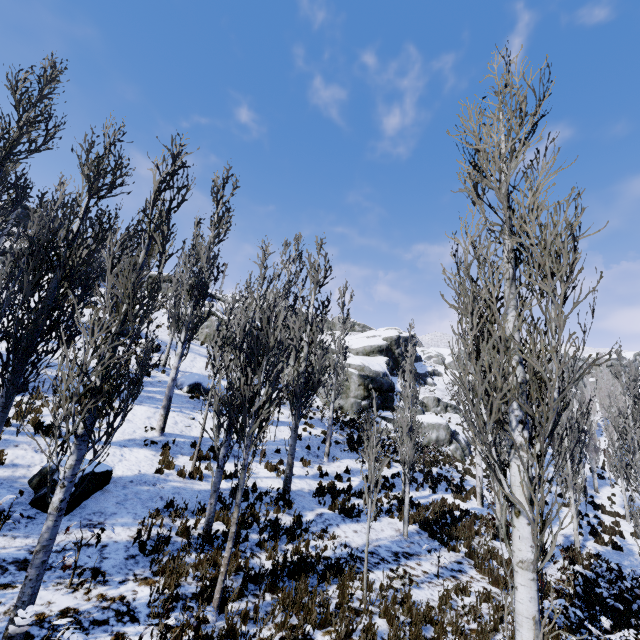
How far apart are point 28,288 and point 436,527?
15.28m

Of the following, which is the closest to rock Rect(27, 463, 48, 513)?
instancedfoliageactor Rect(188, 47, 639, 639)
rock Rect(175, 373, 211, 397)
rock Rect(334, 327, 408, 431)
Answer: instancedfoliageactor Rect(188, 47, 639, 639)

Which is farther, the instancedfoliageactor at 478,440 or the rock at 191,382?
Answer: the rock at 191,382

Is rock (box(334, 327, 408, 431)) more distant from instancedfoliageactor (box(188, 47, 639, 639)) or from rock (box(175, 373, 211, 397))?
rock (box(175, 373, 211, 397))

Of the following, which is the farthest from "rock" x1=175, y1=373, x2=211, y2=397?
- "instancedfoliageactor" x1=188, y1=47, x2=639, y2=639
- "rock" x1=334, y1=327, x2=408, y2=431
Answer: "rock" x1=334, y1=327, x2=408, y2=431

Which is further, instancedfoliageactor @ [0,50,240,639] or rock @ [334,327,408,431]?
rock @ [334,327,408,431]

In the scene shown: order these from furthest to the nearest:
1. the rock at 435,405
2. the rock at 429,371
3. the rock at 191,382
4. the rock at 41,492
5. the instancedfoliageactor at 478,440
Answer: the rock at 429,371, the rock at 435,405, the rock at 191,382, the rock at 41,492, the instancedfoliageactor at 478,440
